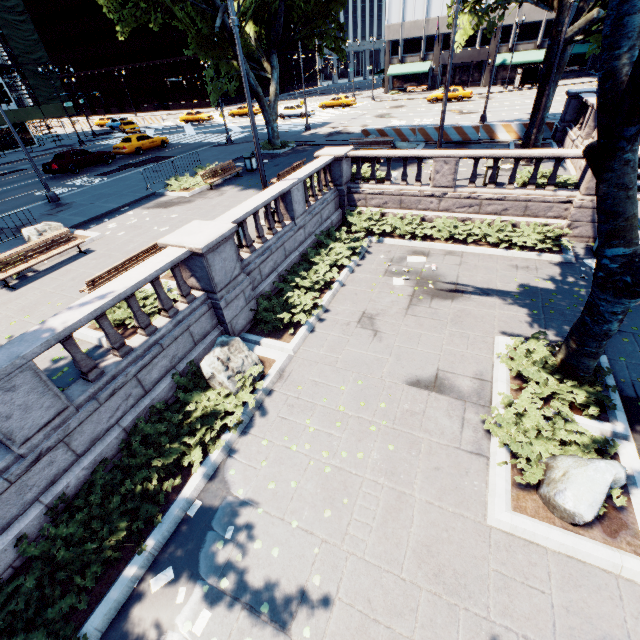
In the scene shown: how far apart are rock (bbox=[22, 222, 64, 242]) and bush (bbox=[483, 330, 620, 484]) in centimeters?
1544cm

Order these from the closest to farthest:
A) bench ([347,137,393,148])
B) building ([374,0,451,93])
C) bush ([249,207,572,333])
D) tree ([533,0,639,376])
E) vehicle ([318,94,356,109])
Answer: tree ([533,0,639,376])
bush ([249,207,572,333])
bench ([347,137,393,148])
vehicle ([318,94,356,109])
building ([374,0,451,93])

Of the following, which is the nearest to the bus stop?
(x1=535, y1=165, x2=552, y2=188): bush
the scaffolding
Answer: (x1=535, y1=165, x2=552, y2=188): bush

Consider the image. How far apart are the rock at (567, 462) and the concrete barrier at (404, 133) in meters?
21.2 m

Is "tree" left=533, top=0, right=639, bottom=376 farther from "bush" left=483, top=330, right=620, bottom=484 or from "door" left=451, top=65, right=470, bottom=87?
"door" left=451, top=65, right=470, bottom=87

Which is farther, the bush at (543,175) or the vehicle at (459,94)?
the vehicle at (459,94)

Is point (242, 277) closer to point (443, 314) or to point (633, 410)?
point (443, 314)

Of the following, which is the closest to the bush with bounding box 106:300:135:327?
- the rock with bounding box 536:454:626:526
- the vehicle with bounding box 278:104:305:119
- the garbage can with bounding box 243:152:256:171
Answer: the rock with bounding box 536:454:626:526
